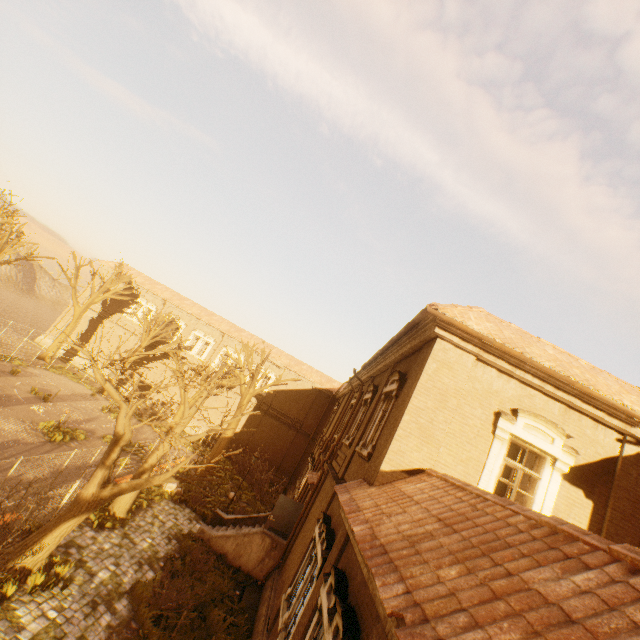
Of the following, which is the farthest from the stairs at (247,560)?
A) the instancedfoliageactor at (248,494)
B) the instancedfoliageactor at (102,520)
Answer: the instancedfoliageactor at (248,494)

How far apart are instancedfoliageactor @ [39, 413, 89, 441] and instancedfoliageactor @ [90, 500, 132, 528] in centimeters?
435cm

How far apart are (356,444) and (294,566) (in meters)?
4.56

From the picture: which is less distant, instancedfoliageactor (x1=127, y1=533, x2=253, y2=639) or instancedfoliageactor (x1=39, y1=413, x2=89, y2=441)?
instancedfoliageactor (x1=127, y1=533, x2=253, y2=639)

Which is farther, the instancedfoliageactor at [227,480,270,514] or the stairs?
the instancedfoliageactor at [227,480,270,514]

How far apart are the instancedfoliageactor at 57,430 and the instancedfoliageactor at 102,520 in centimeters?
435cm

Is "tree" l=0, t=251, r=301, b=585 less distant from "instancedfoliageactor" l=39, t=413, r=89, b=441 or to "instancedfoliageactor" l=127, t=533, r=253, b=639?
"instancedfoliageactor" l=127, t=533, r=253, b=639

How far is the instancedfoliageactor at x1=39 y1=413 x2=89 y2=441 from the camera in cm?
1685
